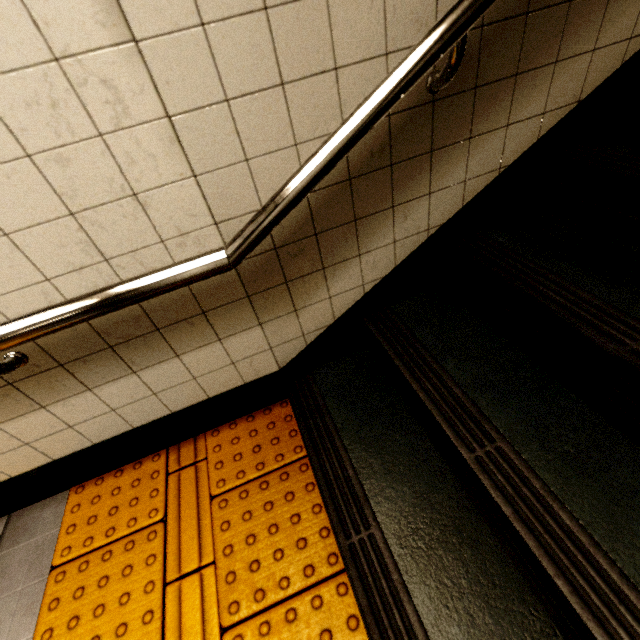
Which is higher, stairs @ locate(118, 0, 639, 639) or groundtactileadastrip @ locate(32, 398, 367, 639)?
stairs @ locate(118, 0, 639, 639)

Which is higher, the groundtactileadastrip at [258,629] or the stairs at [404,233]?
the stairs at [404,233]

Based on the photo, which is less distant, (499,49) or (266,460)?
(499,49)
